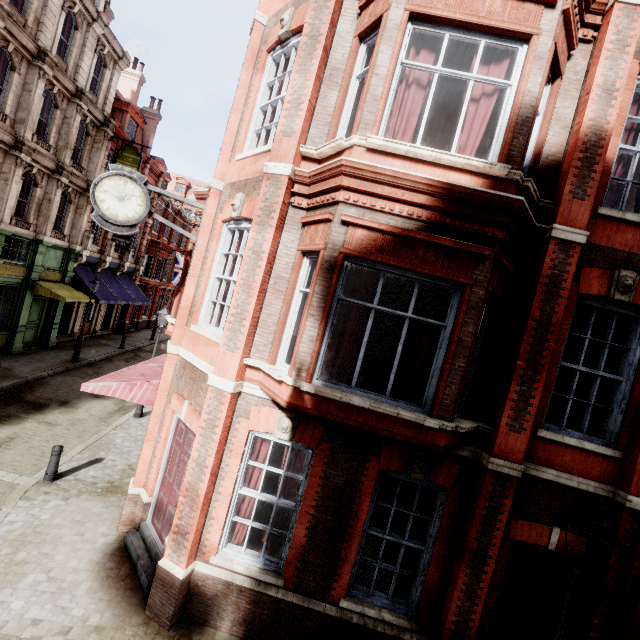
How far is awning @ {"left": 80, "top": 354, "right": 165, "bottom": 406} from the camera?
7.69m

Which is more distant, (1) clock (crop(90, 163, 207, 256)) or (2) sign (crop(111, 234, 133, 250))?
(2) sign (crop(111, 234, 133, 250))

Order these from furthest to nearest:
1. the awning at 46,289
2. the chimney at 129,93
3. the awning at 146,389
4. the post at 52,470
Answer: the chimney at 129,93 → the awning at 46,289 → the post at 52,470 → the awning at 146,389

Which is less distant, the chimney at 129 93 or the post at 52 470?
the post at 52 470

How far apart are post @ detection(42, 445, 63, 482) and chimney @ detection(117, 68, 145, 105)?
28.72m

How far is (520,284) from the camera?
5.7m

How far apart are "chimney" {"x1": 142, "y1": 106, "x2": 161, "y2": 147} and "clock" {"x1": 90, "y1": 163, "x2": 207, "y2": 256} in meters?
24.2

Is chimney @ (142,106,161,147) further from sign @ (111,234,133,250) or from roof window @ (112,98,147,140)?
sign @ (111,234,133,250)
